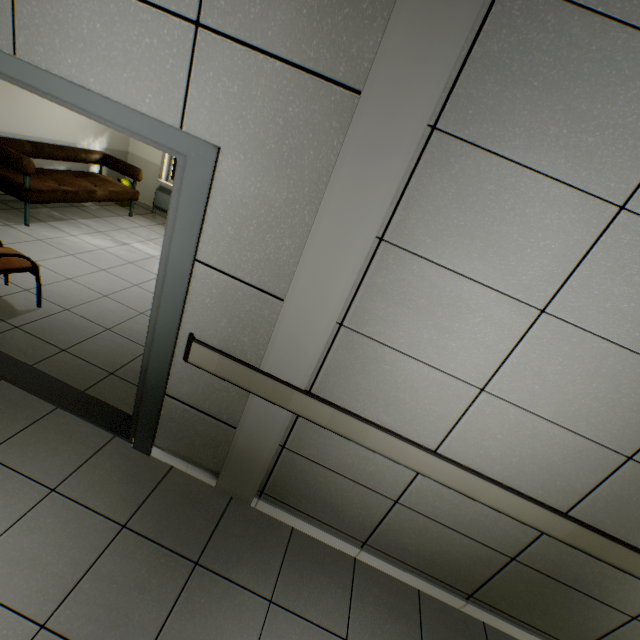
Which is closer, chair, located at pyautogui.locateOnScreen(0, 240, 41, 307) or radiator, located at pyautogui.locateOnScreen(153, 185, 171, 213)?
chair, located at pyautogui.locateOnScreen(0, 240, 41, 307)

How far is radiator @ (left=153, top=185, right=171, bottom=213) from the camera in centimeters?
681cm

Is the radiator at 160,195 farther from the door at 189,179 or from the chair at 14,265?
the door at 189,179

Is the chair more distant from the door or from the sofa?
the sofa

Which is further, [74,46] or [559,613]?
[559,613]

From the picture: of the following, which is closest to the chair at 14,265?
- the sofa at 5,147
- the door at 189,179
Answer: the door at 189,179

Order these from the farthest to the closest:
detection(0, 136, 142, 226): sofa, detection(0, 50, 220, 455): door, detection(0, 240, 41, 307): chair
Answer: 1. detection(0, 136, 142, 226): sofa
2. detection(0, 240, 41, 307): chair
3. detection(0, 50, 220, 455): door

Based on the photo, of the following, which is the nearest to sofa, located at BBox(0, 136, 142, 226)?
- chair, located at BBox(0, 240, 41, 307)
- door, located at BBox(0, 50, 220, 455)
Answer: chair, located at BBox(0, 240, 41, 307)
